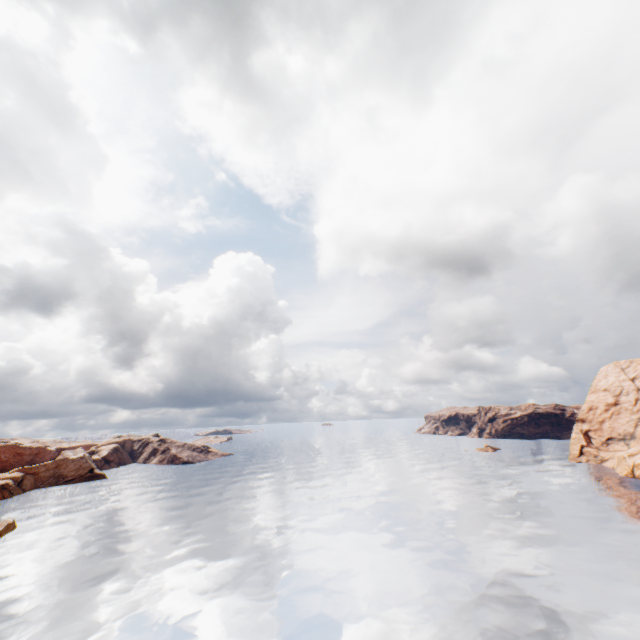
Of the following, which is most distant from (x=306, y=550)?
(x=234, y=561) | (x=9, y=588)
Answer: (x=9, y=588)
